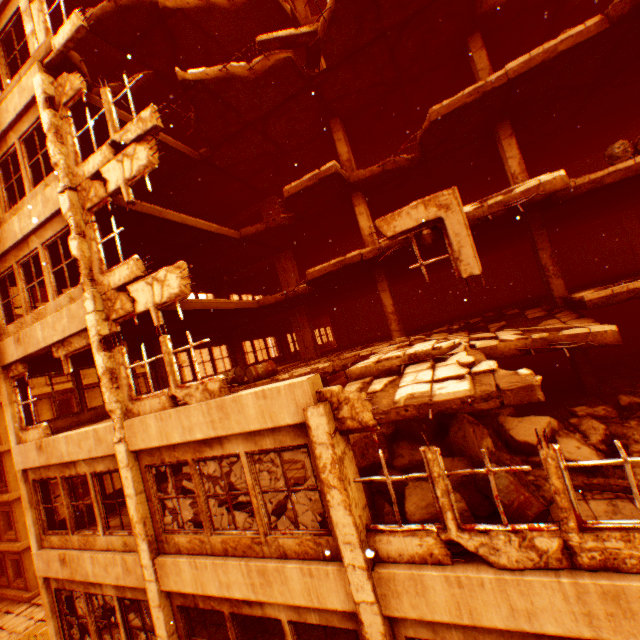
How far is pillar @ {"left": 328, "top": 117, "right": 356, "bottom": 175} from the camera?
12.10m

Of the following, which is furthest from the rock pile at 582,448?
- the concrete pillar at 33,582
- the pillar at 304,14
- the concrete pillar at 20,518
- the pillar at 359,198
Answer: the concrete pillar at 20,518

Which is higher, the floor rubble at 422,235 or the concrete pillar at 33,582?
the floor rubble at 422,235

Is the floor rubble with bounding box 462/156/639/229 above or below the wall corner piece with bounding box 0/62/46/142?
below

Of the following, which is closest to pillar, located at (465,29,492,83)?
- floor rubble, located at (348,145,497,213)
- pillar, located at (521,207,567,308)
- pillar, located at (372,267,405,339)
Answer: floor rubble, located at (348,145,497,213)

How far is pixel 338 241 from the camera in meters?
17.5

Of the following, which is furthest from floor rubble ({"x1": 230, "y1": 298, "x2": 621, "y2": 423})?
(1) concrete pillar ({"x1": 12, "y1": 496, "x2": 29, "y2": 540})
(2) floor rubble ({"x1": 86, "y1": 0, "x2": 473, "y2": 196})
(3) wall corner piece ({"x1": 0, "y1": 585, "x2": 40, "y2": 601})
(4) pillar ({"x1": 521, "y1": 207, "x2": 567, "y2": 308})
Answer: (1) concrete pillar ({"x1": 12, "y1": 496, "x2": 29, "y2": 540})

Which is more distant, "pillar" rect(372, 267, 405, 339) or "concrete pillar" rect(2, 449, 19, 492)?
"concrete pillar" rect(2, 449, 19, 492)
